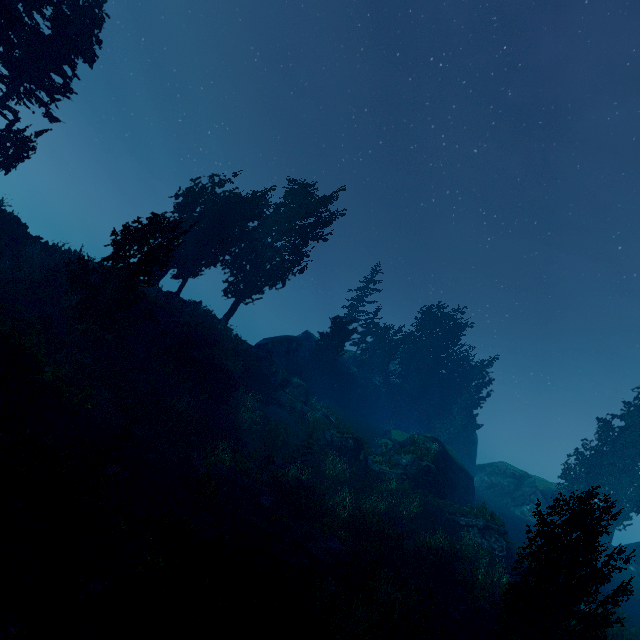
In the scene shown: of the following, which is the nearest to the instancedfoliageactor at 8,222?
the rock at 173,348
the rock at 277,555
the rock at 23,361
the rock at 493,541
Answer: the rock at 173,348

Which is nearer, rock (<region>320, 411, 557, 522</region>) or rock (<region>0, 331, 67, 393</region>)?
rock (<region>0, 331, 67, 393</region>)

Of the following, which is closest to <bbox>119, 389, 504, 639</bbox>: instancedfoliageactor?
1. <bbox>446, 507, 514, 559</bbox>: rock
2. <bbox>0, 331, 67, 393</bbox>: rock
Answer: <bbox>0, 331, 67, 393</bbox>: rock

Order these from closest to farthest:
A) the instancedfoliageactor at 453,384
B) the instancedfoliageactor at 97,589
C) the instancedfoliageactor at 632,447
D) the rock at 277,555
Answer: the instancedfoliageactor at 97,589 < the instancedfoliageactor at 632,447 < the rock at 277,555 < the instancedfoliageactor at 453,384

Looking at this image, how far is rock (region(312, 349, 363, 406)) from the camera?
40.1 meters

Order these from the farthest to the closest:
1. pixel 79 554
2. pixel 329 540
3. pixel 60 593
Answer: pixel 329 540, pixel 79 554, pixel 60 593

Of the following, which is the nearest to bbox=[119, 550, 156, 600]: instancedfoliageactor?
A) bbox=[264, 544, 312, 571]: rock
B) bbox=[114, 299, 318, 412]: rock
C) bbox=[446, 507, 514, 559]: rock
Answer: bbox=[114, 299, 318, 412]: rock

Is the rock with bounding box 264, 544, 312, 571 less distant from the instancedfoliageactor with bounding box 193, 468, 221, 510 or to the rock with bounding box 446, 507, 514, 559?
the instancedfoliageactor with bounding box 193, 468, 221, 510
